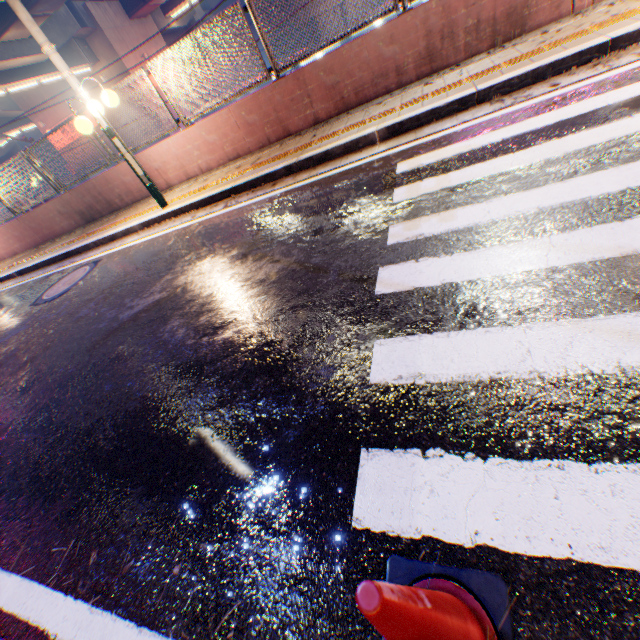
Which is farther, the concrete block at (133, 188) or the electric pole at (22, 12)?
the concrete block at (133, 188)

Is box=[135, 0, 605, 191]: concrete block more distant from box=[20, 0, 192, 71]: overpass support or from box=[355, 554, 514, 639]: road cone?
box=[355, 554, 514, 639]: road cone

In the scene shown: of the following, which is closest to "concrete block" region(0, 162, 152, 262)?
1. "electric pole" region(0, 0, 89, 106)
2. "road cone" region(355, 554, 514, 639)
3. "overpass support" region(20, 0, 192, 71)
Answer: "electric pole" region(0, 0, 89, 106)

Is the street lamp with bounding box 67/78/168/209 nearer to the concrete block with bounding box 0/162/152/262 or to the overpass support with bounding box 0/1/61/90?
the concrete block with bounding box 0/162/152/262

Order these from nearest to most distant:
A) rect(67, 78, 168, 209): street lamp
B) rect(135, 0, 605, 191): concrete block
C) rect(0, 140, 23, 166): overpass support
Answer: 1. rect(135, 0, 605, 191): concrete block
2. rect(67, 78, 168, 209): street lamp
3. rect(0, 140, 23, 166): overpass support

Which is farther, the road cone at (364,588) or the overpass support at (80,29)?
the overpass support at (80,29)

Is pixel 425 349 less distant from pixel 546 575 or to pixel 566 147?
pixel 546 575

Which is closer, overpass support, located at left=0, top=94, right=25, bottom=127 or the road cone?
the road cone
